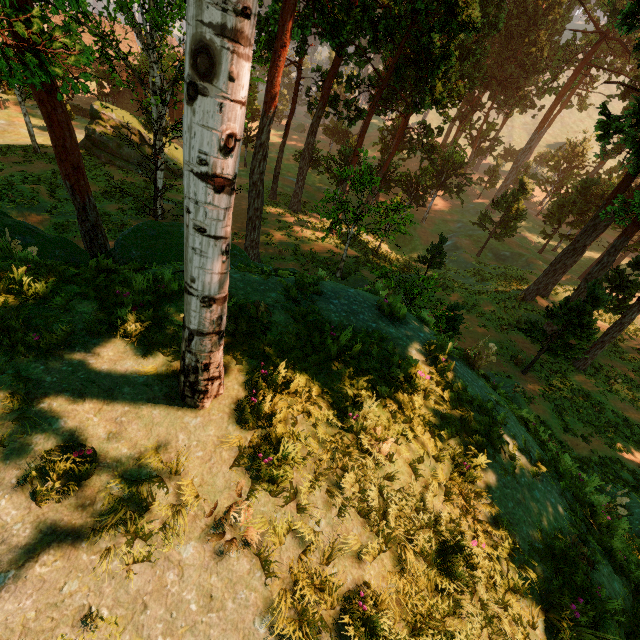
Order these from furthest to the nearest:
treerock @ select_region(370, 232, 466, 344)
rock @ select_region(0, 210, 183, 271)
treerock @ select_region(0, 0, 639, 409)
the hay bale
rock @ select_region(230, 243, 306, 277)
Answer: the hay bale, treerock @ select_region(370, 232, 466, 344), rock @ select_region(230, 243, 306, 277), rock @ select_region(0, 210, 183, 271), treerock @ select_region(0, 0, 639, 409)

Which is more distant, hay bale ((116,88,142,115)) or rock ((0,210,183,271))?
hay bale ((116,88,142,115))

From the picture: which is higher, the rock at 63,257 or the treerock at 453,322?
the rock at 63,257

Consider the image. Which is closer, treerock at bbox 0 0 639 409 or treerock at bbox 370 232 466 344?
treerock at bbox 0 0 639 409

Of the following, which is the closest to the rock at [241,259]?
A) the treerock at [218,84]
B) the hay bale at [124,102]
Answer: the treerock at [218,84]

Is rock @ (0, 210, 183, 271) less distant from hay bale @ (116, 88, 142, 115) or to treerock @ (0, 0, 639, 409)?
treerock @ (0, 0, 639, 409)

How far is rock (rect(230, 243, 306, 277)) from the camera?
6.8 meters

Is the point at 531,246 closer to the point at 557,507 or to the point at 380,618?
the point at 557,507
